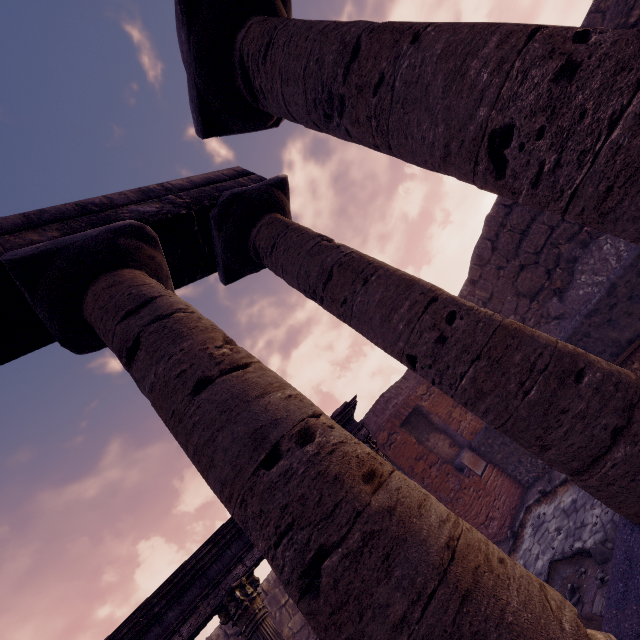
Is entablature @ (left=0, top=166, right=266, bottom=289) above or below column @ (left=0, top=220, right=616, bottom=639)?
above

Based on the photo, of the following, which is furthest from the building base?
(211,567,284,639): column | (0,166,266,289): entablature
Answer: (0,166,266,289): entablature

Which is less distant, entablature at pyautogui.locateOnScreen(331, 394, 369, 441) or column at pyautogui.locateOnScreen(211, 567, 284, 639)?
column at pyautogui.locateOnScreen(211, 567, 284, 639)

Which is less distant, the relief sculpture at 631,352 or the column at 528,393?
the column at 528,393

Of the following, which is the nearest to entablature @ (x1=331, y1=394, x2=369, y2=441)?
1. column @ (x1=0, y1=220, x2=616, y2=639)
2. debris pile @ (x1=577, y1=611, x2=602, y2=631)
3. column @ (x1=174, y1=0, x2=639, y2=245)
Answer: column @ (x1=0, y1=220, x2=616, y2=639)

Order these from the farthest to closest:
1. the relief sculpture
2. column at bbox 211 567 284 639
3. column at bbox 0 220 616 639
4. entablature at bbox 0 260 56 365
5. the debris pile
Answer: the relief sculpture
column at bbox 211 567 284 639
the debris pile
entablature at bbox 0 260 56 365
column at bbox 0 220 616 639

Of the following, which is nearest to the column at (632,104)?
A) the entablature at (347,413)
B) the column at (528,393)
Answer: the column at (528,393)

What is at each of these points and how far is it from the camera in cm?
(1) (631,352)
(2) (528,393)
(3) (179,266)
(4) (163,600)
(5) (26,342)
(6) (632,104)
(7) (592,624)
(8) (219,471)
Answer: (1) relief sculpture, 619
(2) column, 271
(3) entablature, 443
(4) entablature, 445
(5) entablature, 349
(6) column, 158
(7) debris pile, 392
(8) column, 210
